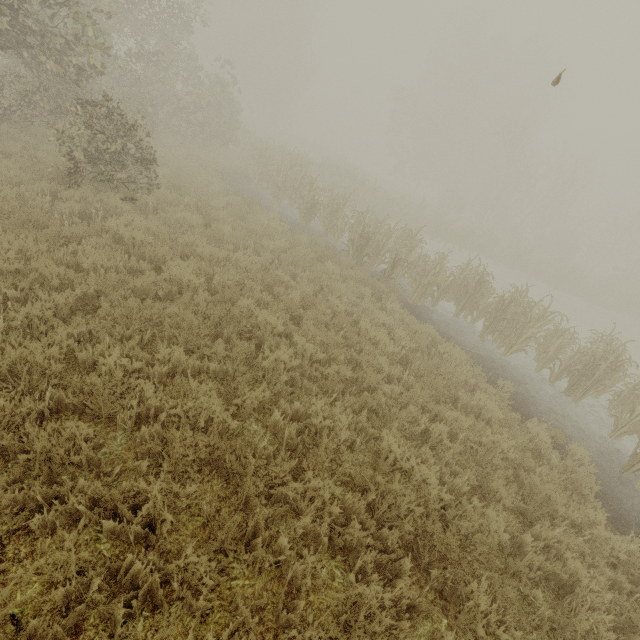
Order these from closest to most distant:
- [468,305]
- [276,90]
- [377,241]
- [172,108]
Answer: [468,305] → [377,241] → [172,108] → [276,90]
